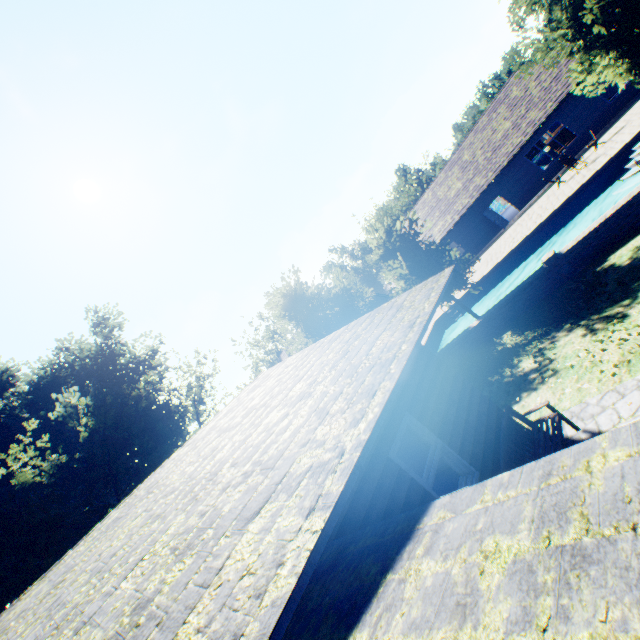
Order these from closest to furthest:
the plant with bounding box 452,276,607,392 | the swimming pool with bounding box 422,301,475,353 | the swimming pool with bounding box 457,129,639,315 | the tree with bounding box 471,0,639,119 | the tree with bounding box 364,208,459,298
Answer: the tree with bounding box 471,0,639,119
the plant with bounding box 452,276,607,392
the tree with bounding box 364,208,459,298
the swimming pool with bounding box 457,129,639,315
the swimming pool with bounding box 422,301,475,353

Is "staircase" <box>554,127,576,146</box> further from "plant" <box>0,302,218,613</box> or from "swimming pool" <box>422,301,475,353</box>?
"plant" <box>0,302,218,613</box>

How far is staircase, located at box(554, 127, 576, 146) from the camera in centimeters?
2755cm

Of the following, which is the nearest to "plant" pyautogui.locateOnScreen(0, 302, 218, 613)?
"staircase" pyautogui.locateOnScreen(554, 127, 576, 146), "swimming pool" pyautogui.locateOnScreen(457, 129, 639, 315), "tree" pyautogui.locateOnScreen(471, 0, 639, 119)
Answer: "tree" pyautogui.locateOnScreen(471, 0, 639, 119)

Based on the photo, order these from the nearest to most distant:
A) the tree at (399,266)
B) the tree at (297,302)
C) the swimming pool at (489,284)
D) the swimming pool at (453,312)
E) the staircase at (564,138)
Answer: the tree at (399,266) < the swimming pool at (489,284) < the tree at (297,302) < the swimming pool at (453,312) < the staircase at (564,138)

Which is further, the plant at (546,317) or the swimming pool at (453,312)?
the swimming pool at (453,312)

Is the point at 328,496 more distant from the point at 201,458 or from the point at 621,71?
the point at 621,71

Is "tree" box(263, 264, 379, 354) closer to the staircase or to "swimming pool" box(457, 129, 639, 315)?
"swimming pool" box(457, 129, 639, 315)
